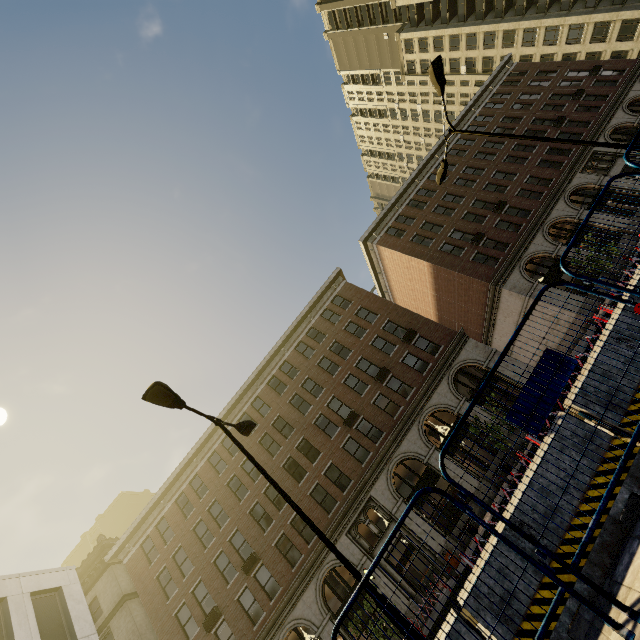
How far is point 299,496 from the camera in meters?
23.2

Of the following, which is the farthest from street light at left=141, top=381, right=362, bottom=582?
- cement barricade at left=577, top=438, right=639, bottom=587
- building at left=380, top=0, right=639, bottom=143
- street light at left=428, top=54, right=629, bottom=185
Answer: building at left=380, top=0, right=639, bottom=143

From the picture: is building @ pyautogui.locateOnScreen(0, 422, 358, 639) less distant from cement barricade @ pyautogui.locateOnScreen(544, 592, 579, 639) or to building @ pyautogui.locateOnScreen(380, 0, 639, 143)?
building @ pyautogui.locateOnScreen(380, 0, 639, 143)

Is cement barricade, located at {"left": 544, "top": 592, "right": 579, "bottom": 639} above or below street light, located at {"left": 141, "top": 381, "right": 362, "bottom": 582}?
below

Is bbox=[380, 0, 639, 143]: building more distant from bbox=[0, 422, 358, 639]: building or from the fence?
the fence

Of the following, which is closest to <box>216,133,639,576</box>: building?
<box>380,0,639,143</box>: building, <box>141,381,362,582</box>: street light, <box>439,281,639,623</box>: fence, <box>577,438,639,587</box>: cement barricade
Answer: <box>380,0,639,143</box>: building

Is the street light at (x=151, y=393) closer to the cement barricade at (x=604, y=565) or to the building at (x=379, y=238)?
the cement barricade at (x=604, y=565)

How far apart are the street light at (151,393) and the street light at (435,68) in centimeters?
1263cm
